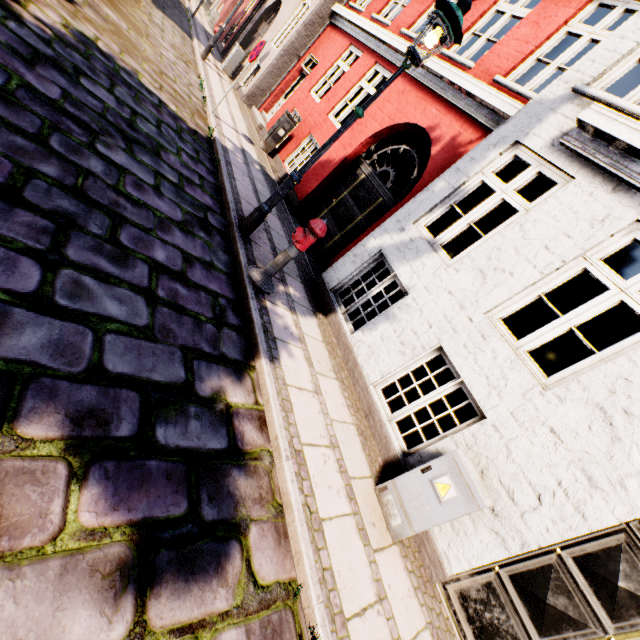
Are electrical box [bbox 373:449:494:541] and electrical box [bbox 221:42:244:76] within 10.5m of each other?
no

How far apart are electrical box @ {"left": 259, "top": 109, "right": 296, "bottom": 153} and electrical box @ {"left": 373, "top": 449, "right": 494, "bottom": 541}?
9.6 meters

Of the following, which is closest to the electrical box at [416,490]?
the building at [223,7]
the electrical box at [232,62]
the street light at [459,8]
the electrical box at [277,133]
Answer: the building at [223,7]

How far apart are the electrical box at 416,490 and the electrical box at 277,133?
9.64m

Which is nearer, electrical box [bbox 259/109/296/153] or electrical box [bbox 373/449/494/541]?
electrical box [bbox 373/449/494/541]

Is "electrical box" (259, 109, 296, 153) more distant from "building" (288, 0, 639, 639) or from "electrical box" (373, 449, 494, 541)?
"electrical box" (373, 449, 494, 541)

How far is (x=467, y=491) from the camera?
3.1m

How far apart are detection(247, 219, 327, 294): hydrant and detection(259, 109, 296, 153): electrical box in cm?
680
